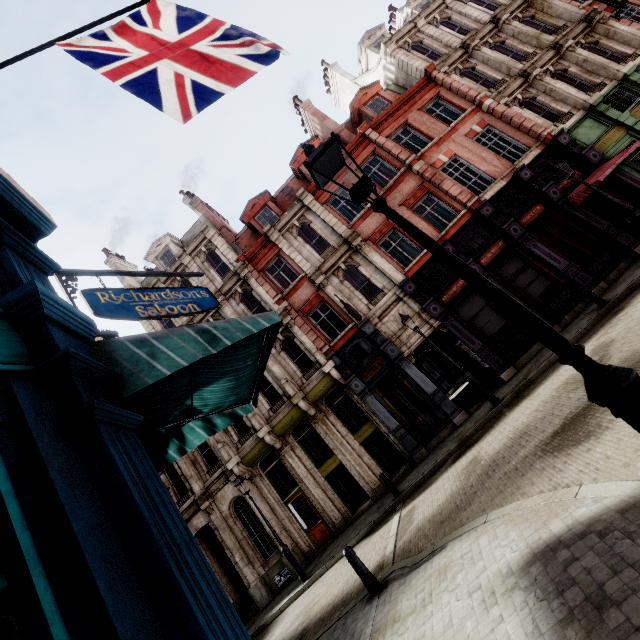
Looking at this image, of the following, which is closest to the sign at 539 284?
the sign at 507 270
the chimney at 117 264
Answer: the sign at 507 270

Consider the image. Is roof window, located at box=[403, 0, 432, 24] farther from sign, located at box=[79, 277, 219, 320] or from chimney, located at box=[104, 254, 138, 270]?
chimney, located at box=[104, 254, 138, 270]

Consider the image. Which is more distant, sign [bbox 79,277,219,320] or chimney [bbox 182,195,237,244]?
chimney [bbox 182,195,237,244]

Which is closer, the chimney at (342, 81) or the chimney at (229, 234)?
the chimney at (229, 234)

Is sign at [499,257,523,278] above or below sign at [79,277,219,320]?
below

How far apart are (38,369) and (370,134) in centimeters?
1959cm

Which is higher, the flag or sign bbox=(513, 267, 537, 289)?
the flag

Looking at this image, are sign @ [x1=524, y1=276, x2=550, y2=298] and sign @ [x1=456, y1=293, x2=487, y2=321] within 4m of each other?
yes
